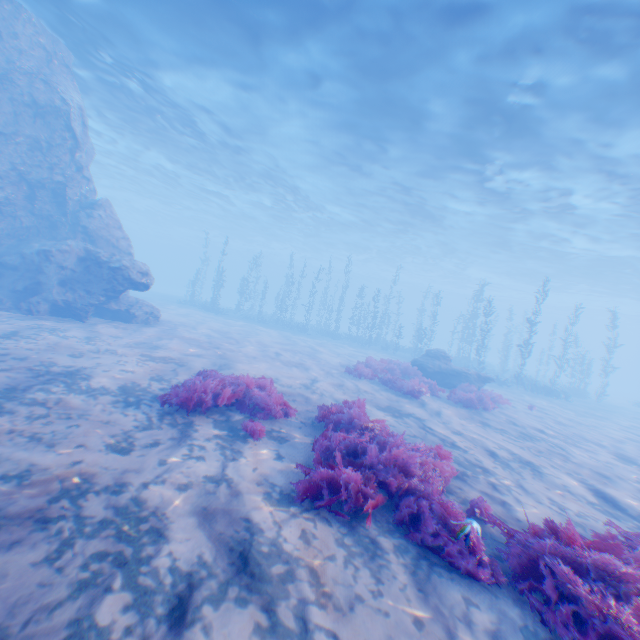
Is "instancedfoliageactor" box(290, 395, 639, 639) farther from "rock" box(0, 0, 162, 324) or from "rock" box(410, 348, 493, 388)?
"rock" box(410, 348, 493, 388)

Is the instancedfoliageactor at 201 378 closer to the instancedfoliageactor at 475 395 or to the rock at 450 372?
the instancedfoliageactor at 475 395

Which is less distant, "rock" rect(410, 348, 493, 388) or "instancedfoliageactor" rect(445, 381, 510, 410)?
"instancedfoliageactor" rect(445, 381, 510, 410)

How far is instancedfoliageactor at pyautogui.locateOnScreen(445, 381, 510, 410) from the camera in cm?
1287

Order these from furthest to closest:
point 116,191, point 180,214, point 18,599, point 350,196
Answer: point 180,214
point 116,191
point 350,196
point 18,599

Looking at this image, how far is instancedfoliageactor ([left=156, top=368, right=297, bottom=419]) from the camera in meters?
6.4 m

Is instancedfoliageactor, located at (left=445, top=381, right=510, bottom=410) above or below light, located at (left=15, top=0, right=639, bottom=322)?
below

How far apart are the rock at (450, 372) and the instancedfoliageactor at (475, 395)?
2.53m
